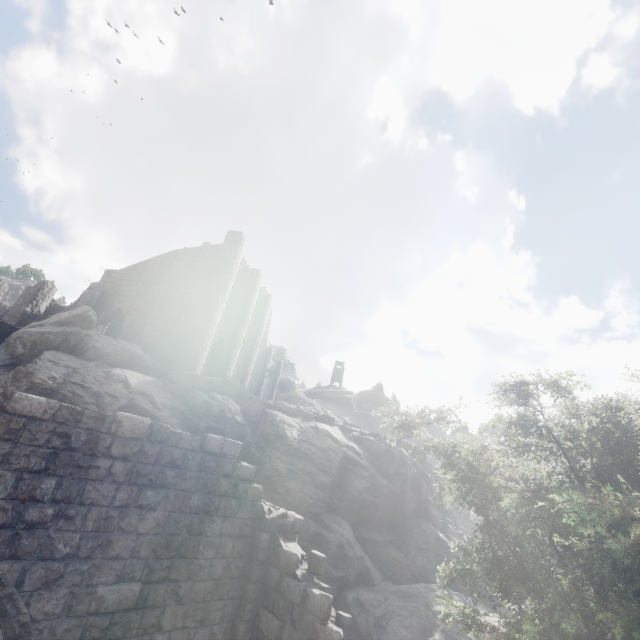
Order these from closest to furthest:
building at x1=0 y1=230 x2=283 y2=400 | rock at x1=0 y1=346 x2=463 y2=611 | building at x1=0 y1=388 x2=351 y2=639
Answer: building at x1=0 y1=388 x2=351 y2=639 → rock at x1=0 y1=346 x2=463 y2=611 → building at x1=0 y1=230 x2=283 y2=400

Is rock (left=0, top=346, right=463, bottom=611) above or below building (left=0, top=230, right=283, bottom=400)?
below

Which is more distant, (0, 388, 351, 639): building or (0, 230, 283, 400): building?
(0, 230, 283, 400): building

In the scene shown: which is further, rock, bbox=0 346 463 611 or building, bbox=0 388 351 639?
rock, bbox=0 346 463 611

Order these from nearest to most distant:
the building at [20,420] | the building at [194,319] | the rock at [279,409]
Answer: the building at [20,420] → the rock at [279,409] → the building at [194,319]

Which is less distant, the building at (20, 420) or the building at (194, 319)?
the building at (20, 420)

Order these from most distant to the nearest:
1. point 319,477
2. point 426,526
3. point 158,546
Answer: point 426,526 → point 319,477 → point 158,546
